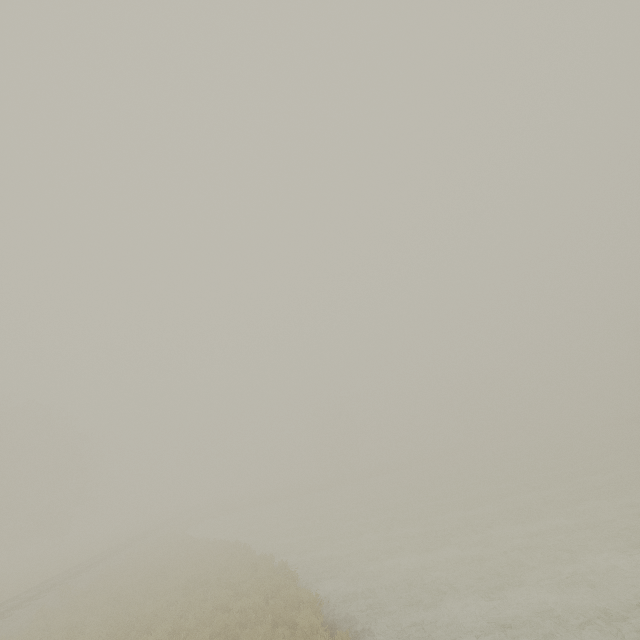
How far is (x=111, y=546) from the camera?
32.0 meters
